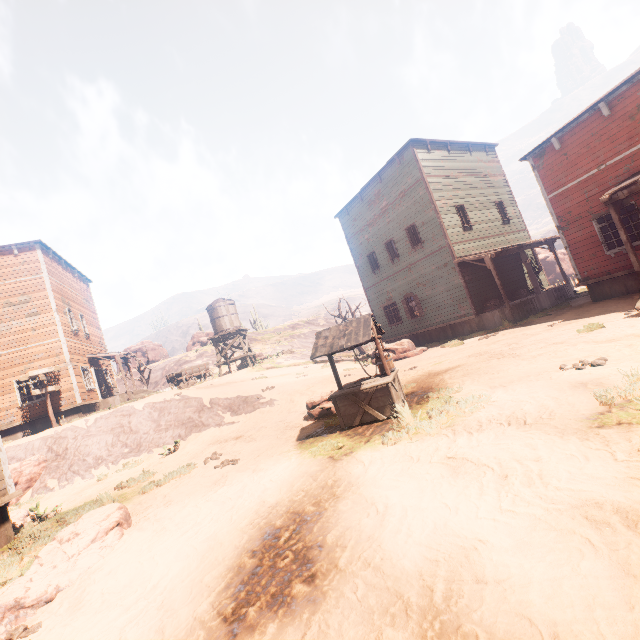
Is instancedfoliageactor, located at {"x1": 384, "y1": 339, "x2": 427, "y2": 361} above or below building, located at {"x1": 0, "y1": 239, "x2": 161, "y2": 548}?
below

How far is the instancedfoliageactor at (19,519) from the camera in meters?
Result: 8.6

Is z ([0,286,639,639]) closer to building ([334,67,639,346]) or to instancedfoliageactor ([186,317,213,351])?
building ([334,67,639,346])

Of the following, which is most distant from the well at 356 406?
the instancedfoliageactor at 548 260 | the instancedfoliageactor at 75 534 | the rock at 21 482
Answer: the rock at 21 482

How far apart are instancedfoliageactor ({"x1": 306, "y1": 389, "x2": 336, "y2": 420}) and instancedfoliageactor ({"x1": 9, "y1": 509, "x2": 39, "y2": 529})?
8.0 meters

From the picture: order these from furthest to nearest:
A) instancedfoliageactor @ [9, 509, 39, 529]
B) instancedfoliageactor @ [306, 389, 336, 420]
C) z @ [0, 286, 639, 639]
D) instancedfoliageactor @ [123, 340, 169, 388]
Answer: instancedfoliageactor @ [123, 340, 169, 388] → instancedfoliageactor @ [306, 389, 336, 420] → instancedfoliageactor @ [9, 509, 39, 529] → z @ [0, 286, 639, 639]

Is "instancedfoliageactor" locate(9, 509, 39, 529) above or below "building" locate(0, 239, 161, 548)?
below

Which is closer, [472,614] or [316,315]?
[472,614]
